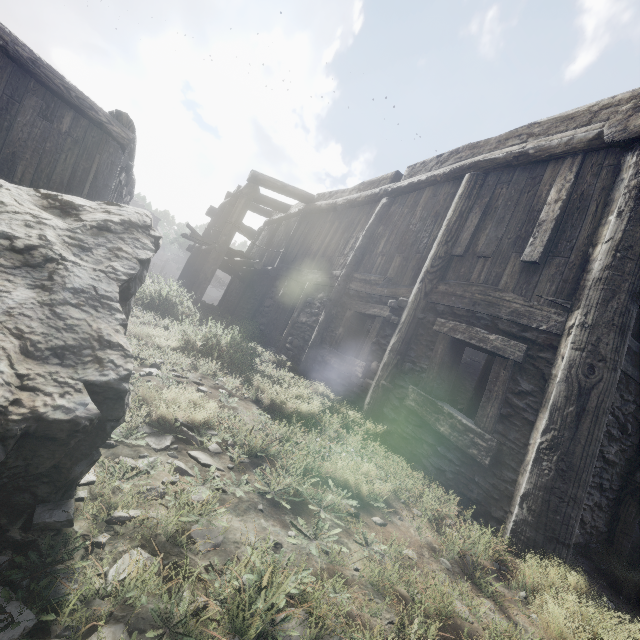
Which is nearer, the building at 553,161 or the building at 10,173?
the building at 553,161

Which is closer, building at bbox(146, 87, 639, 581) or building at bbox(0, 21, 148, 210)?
building at bbox(146, 87, 639, 581)

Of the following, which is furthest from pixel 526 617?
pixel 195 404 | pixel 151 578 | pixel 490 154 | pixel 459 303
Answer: Answer: pixel 490 154
